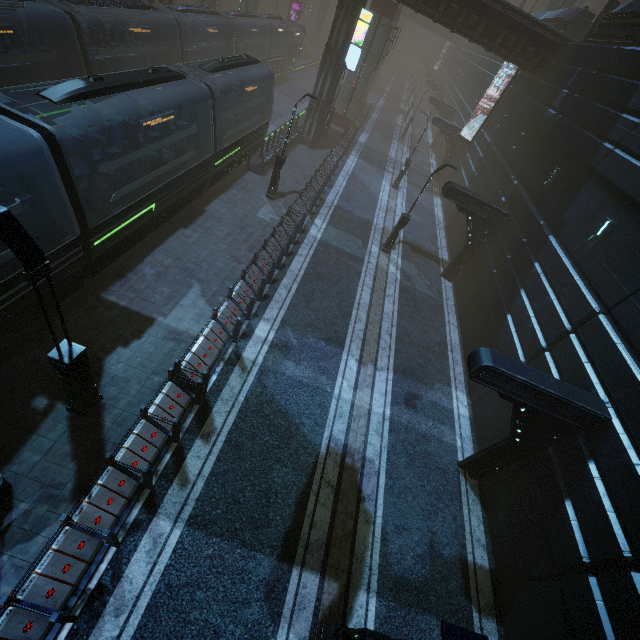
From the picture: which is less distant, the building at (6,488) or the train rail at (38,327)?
the building at (6,488)

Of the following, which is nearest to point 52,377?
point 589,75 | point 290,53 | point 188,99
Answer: point 188,99

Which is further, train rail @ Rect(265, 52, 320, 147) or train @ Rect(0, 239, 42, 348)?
train rail @ Rect(265, 52, 320, 147)

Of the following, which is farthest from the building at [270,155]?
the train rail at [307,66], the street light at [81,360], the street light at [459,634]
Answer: the street light at [459,634]

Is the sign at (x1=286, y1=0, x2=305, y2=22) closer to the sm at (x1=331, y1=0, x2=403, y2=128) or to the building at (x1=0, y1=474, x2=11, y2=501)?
the building at (x1=0, y1=474, x2=11, y2=501)

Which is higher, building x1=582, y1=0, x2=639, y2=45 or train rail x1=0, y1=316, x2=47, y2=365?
building x1=582, y1=0, x2=639, y2=45

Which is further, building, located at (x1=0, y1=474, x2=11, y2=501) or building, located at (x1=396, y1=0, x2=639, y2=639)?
building, located at (x1=396, y1=0, x2=639, y2=639)

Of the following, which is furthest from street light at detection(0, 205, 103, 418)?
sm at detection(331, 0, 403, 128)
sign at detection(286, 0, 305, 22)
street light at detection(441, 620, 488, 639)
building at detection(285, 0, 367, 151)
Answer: sign at detection(286, 0, 305, 22)
